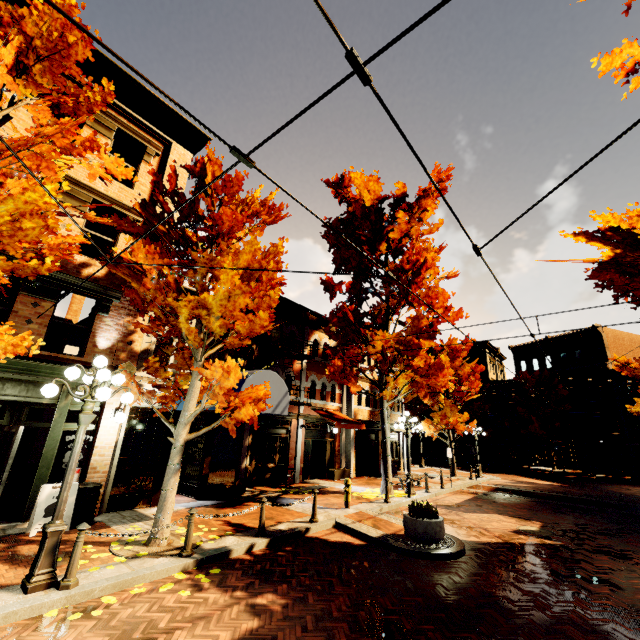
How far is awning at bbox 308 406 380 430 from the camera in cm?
1711

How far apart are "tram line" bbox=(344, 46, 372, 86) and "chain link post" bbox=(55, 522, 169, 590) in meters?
7.3 m

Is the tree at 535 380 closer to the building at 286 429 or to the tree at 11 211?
the tree at 11 211

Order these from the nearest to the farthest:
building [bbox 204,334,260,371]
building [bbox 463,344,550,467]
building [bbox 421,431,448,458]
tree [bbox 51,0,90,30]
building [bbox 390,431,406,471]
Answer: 1. tree [bbox 51,0,90,30]
2. building [bbox 204,334,260,371]
3. building [bbox 390,431,406,471]
4. building [bbox 463,344,550,467]
5. building [bbox 421,431,448,458]

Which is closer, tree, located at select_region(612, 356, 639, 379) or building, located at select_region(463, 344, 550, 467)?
tree, located at select_region(612, 356, 639, 379)

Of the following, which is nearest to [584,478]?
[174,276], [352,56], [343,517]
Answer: [343,517]

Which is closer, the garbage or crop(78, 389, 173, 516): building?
the garbage

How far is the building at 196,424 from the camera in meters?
12.2
